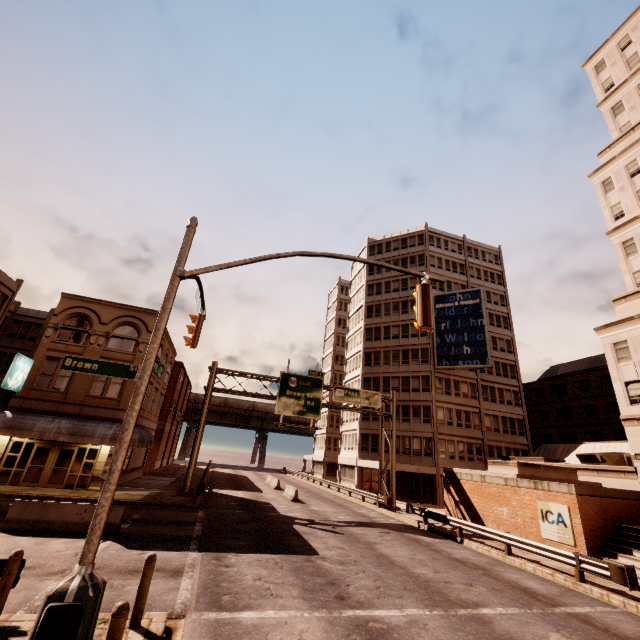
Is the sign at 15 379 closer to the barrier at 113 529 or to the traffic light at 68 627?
the barrier at 113 529

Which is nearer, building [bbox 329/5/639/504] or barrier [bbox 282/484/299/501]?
building [bbox 329/5/639/504]

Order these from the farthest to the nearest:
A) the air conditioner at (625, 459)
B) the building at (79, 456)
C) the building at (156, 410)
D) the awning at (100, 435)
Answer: the building at (156, 410) → the air conditioner at (625, 459) → the building at (79, 456) → the awning at (100, 435)

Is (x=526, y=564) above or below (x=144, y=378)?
below

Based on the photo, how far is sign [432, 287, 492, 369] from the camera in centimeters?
3925cm

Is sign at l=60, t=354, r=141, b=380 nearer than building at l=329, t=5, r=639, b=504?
Yes

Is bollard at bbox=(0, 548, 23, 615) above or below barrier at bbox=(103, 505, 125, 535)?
above

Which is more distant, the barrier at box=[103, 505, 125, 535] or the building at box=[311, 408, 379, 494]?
the building at box=[311, 408, 379, 494]
